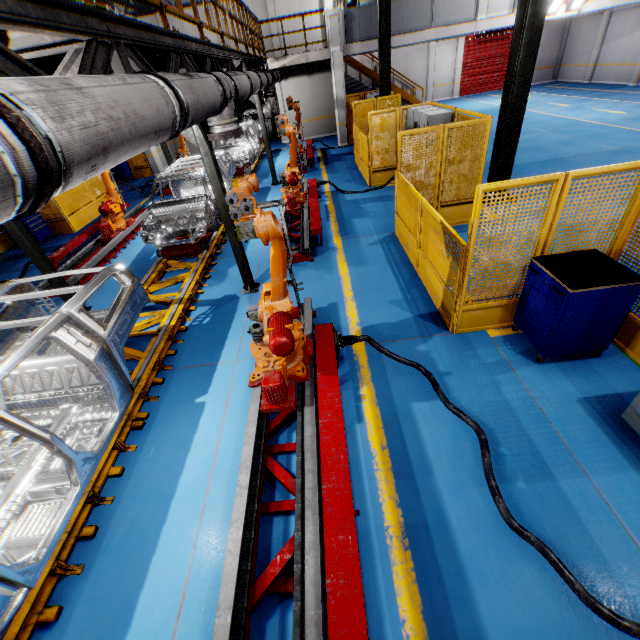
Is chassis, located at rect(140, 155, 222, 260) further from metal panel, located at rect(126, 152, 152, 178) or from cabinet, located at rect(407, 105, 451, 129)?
cabinet, located at rect(407, 105, 451, 129)

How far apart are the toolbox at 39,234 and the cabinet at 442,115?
12.7 meters

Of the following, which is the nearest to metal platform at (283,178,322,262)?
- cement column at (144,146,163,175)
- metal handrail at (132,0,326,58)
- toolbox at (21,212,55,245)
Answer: metal handrail at (132,0,326,58)

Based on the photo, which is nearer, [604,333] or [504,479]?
[504,479]

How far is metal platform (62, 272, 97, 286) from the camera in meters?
7.7 m

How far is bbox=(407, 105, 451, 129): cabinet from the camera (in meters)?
8.27

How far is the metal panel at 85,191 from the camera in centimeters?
1145cm

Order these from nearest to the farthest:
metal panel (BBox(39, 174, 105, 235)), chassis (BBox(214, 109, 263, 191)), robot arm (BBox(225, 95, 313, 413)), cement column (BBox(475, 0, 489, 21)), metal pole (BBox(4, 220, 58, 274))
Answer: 1. robot arm (BBox(225, 95, 313, 413))
2. metal pole (BBox(4, 220, 58, 274))
3. chassis (BBox(214, 109, 263, 191))
4. metal panel (BBox(39, 174, 105, 235))
5. cement column (BBox(475, 0, 489, 21))
